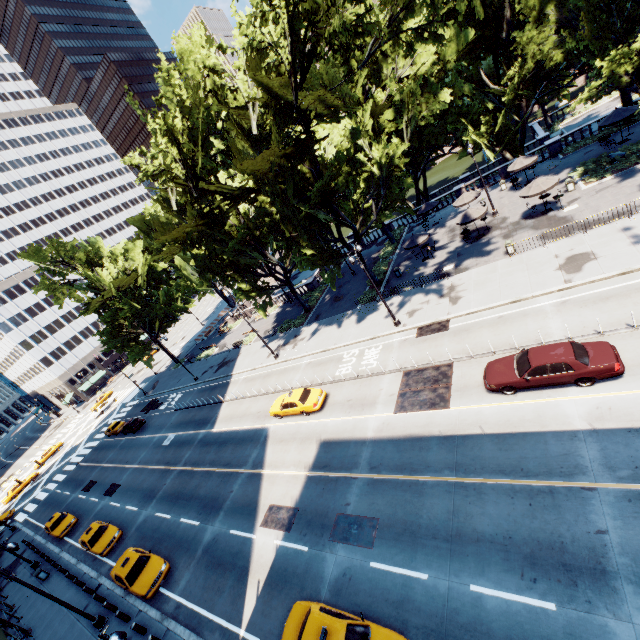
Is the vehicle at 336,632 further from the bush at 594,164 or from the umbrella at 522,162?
the umbrella at 522,162

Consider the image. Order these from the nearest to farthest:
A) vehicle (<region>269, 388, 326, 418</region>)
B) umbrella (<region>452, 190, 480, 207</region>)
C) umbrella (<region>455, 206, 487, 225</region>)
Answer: vehicle (<region>269, 388, 326, 418</region>), umbrella (<region>455, 206, 487, 225</region>), umbrella (<region>452, 190, 480, 207</region>)

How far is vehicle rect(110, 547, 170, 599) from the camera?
18.1 meters

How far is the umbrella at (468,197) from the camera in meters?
32.6

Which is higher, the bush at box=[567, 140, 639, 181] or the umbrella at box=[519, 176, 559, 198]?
the umbrella at box=[519, 176, 559, 198]

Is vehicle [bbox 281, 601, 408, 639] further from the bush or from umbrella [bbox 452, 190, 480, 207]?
umbrella [bbox 452, 190, 480, 207]

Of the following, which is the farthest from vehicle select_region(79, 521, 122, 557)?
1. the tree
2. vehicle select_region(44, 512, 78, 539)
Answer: the tree

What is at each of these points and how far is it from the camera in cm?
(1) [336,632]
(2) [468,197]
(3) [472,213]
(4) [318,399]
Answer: (1) vehicle, 1066
(2) umbrella, 3291
(3) umbrella, 2878
(4) vehicle, 2298
